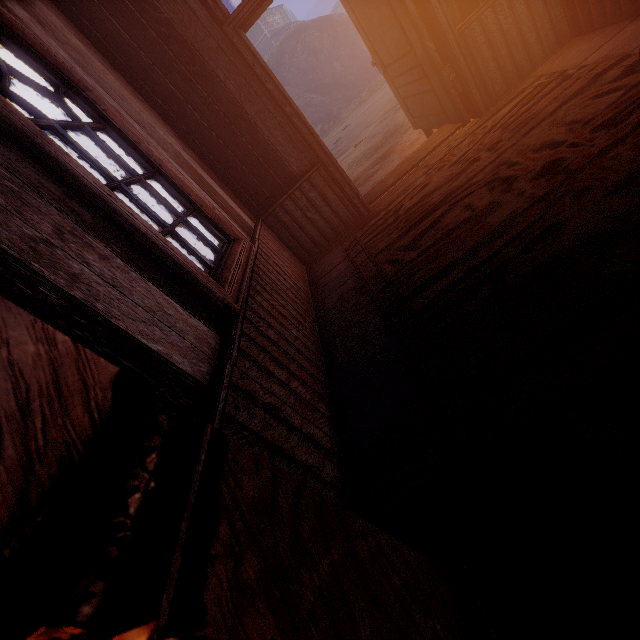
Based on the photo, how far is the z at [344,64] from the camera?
9.3m

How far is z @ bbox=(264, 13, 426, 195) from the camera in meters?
9.3

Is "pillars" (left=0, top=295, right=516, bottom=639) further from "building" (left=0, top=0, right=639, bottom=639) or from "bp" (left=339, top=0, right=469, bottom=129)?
"bp" (left=339, top=0, right=469, bottom=129)

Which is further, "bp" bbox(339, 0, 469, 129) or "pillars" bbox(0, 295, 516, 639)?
"bp" bbox(339, 0, 469, 129)

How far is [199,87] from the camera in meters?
3.3 m

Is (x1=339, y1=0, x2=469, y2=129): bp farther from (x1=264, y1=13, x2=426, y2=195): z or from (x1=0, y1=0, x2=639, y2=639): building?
(x1=264, y1=13, x2=426, y2=195): z

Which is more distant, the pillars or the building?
the building

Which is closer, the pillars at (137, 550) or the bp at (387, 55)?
the pillars at (137, 550)
